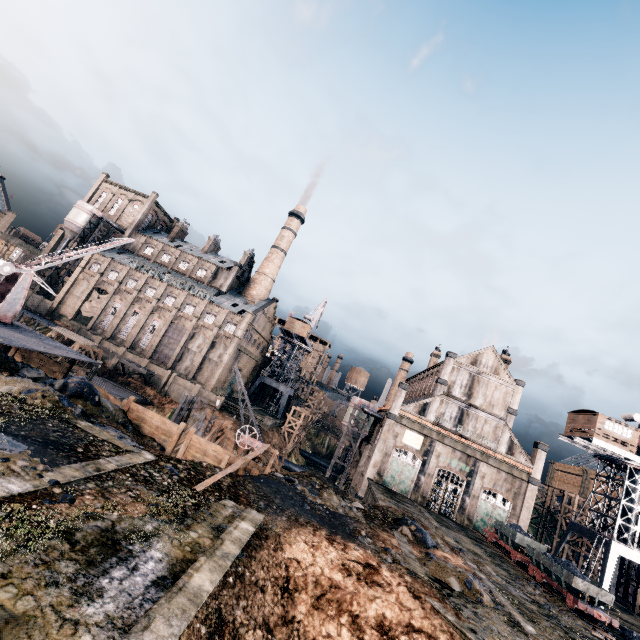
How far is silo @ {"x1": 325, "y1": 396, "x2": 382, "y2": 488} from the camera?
49.88m

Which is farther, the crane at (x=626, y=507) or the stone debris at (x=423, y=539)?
the crane at (x=626, y=507)

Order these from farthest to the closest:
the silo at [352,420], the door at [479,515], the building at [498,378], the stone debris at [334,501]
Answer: the silo at [352,420] → the building at [498,378] → the door at [479,515] → the stone debris at [334,501]

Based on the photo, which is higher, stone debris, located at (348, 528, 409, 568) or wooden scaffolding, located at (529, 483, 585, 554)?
wooden scaffolding, located at (529, 483, 585, 554)

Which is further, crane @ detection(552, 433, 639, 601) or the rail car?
crane @ detection(552, 433, 639, 601)

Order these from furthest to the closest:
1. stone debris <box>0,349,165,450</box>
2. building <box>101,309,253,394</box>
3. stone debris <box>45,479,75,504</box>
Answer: building <box>101,309,253,394</box>, stone debris <box>0,349,165,450</box>, stone debris <box>45,479,75,504</box>

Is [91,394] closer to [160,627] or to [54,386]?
[54,386]

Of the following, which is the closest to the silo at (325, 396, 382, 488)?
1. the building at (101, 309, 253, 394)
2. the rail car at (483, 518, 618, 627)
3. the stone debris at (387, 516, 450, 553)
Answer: the building at (101, 309, 253, 394)
